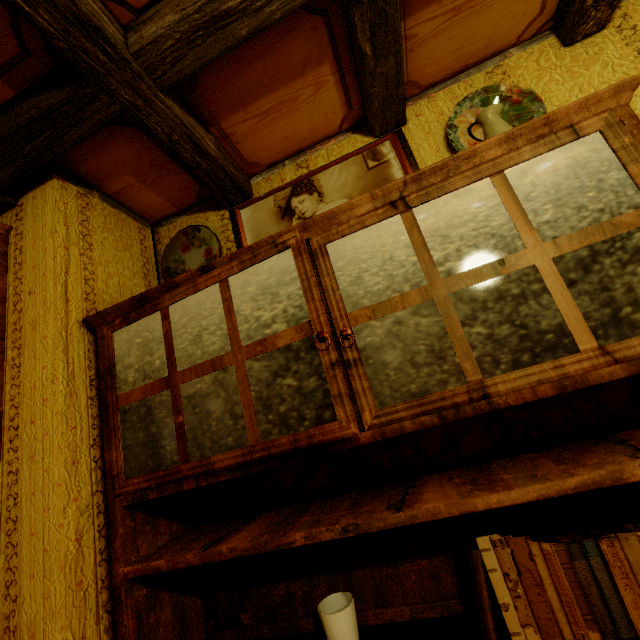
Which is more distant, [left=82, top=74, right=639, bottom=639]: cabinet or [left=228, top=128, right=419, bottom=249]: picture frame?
[left=228, top=128, right=419, bottom=249]: picture frame

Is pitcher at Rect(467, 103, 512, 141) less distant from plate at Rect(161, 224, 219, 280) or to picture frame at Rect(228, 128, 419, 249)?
picture frame at Rect(228, 128, 419, 249)

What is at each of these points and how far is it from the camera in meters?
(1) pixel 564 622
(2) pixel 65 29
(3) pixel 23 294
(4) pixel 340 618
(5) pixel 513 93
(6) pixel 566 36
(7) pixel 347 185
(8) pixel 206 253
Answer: (1) book, 0.8
(2) rafters, 0.9
(3) fireplace, 1.2
(4) cup, 0.9
(5) plate, 1.4
(6) rafters, 1.3
(7) picture frame, 1.5
(8) plate, 1.7

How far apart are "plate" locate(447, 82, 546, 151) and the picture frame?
0.2 meters

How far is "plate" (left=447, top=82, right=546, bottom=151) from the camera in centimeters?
132cm

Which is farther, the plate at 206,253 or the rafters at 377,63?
the plate at 206,253

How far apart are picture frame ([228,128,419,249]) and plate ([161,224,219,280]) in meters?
0.1 m

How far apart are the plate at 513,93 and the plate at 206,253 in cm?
120
